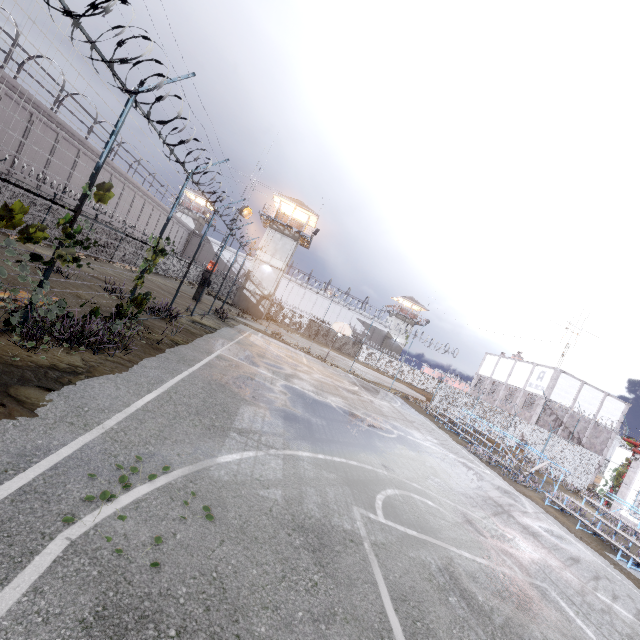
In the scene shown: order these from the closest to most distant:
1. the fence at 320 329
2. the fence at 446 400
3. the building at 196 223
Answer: the fence at 446 400
the fence at 320 329
the building at 196 223

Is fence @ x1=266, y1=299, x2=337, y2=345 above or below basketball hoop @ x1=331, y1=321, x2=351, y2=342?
below

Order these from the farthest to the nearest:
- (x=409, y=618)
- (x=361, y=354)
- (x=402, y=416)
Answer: (x=361, y=354), (x=402, y=416), (x=409, y=618)

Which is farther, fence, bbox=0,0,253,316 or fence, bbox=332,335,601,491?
fence, bbox=332,335,601,491

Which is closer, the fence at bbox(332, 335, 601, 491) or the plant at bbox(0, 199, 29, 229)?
the plant at bbox(0, 199, 29, 229)

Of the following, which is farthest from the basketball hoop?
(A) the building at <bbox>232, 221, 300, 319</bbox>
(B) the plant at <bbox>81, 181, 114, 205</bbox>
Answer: (B) the plant at <bbox>81, 181, 114, 205</bbox>

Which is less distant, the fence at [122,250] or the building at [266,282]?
the fence at [122,250]

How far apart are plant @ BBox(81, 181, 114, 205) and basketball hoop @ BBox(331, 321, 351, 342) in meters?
20.0 m
